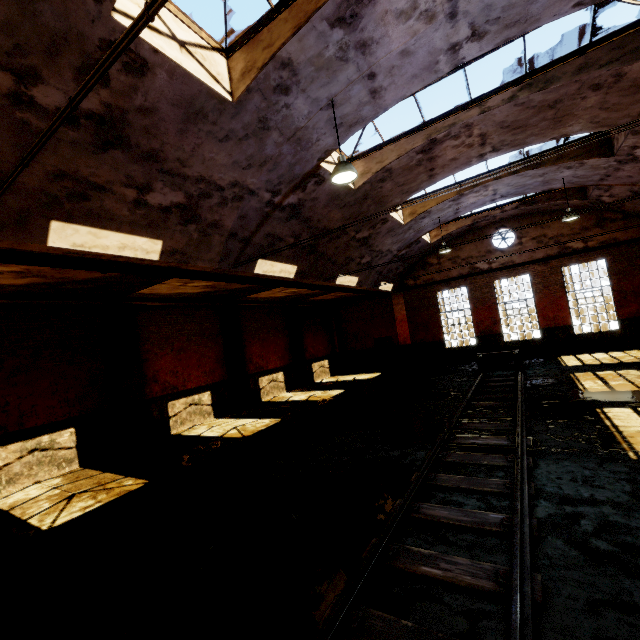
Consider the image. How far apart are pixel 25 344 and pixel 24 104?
7.4m

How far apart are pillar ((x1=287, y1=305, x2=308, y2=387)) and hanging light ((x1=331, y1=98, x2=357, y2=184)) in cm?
1298

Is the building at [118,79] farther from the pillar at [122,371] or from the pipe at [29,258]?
the pillar at [122,371]

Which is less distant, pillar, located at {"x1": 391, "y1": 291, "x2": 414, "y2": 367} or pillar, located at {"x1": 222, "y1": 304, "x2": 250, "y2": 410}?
pillar, located at {"x1": 222, "y1": 304, "x2": 250, "y2": 410}

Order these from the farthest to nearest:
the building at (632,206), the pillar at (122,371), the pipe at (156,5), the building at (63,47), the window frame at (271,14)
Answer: the building at (632,206)
the pillar at (122,371)
the window frame at (271,14)
the building at (63,47)
the pipe at (156,5)

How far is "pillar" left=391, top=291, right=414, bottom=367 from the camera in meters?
20.9

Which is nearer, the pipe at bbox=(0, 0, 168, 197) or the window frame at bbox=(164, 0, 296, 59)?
the pipe at bbox=(0, 0, 168, 197)

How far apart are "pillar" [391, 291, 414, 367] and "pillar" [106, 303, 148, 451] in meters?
15.2 m
